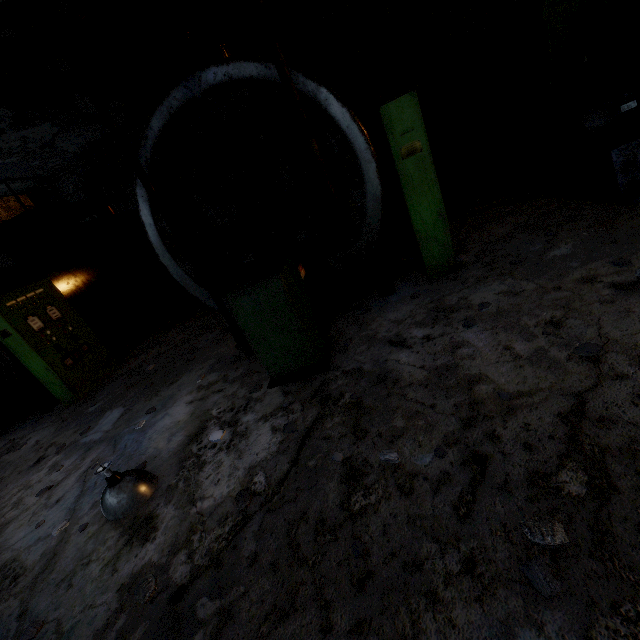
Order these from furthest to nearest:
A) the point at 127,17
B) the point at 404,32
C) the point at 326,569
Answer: the point at 404,32, the point at 127,17, the point at 326,569

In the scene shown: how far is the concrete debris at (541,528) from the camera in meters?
1.7

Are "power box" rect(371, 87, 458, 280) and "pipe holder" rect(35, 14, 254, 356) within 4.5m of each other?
yes

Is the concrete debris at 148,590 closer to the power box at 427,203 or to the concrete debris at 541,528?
the concrete debris at 541,528

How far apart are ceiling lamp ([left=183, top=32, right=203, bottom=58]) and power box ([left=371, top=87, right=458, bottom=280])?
7.7m

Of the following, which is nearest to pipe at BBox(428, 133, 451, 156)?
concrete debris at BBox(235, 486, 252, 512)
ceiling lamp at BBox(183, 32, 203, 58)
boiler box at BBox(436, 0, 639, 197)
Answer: boiler box at BBox(436, 0, 639, 197)

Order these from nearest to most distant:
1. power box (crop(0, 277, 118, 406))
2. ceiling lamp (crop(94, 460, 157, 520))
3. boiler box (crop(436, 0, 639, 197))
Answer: ceiling lamp (crop(94, 460, 157, 520)) < boiler box (crop(436, 0, 639, 197)) < power box (crop(0, 277, 118, 406))

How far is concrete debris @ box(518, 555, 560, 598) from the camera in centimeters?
152cm
